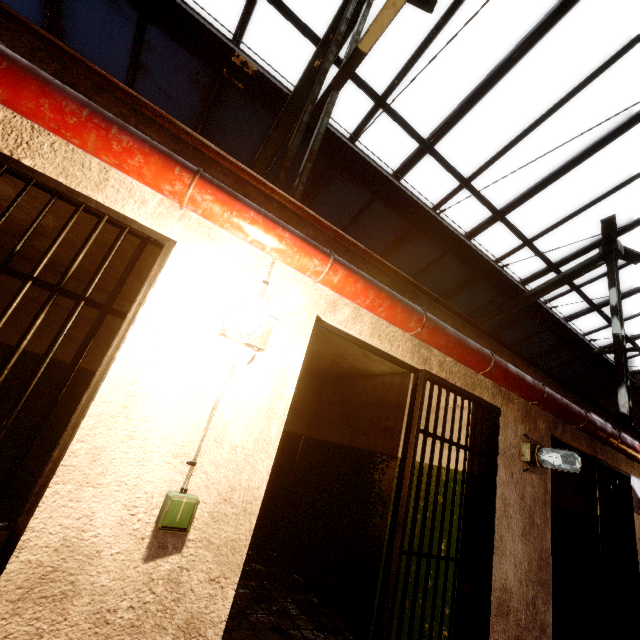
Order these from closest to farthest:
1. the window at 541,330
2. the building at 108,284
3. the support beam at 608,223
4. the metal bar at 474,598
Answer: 1. the metal bar at 474,598
2. the building at 108,284
3. the support beam at 608,223
4. the window at 541,330

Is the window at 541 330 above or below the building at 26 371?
above

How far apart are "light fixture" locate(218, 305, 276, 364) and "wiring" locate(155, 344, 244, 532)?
0.1 meters

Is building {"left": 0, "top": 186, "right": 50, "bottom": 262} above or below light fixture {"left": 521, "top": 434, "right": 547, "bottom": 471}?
above

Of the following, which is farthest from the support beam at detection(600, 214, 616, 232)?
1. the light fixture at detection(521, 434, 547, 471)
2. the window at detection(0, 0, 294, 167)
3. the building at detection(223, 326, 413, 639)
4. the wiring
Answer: the light fixture at detection(521, 434, 547, 471)

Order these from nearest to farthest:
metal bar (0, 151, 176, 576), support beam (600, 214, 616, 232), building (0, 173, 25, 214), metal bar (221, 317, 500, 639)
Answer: metal bar (0, 151, 176, 576), metal bar (221, 317, 500, 639), building (0, 173, 25, 214), support beam (600, 214, 616, 232)

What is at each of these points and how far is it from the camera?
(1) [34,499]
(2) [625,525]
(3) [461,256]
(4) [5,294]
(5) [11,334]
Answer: (1) metal bar, 1.22m
(2) metal bar, 3.92m
(3) window, 6.52m
(4) building, 3.99m
(5) building, 3.95m

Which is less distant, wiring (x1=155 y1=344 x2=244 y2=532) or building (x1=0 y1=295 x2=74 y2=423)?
wiring (x1=155 y1=344 x2=244 y2=532)
